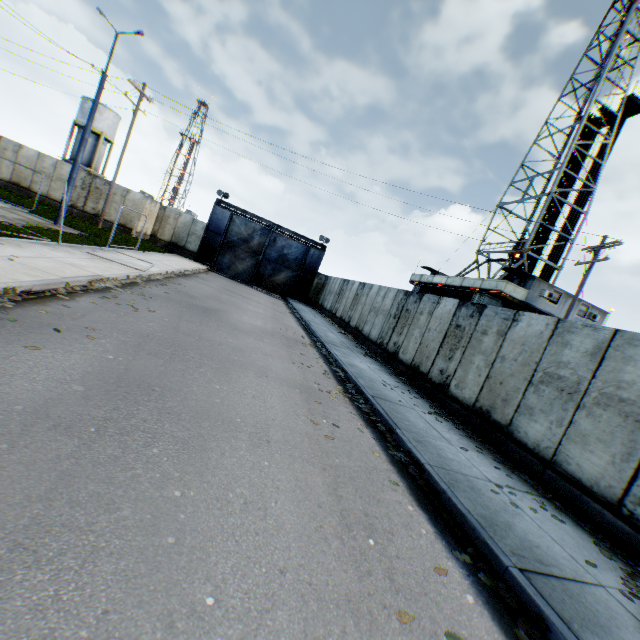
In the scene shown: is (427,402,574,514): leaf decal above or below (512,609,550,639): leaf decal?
above

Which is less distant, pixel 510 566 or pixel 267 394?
pixel 510 566

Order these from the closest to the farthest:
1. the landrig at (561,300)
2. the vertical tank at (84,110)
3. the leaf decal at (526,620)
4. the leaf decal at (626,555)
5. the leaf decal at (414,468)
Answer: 1. the leaf decal at (526,620)
2. the leaf decal at (626,555)
3. the leaf decal at (414,468)
4. the landrig at (561,300)
5. the vertical tank at (84,110)

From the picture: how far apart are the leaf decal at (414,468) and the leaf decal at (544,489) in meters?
1.9 m

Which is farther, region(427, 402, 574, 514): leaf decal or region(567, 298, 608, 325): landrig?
region(567, 298, 608, 325): landrig

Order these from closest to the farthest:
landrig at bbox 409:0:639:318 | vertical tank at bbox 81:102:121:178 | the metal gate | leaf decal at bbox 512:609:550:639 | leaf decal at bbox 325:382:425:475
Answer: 1. leaf decal at bbox 512:609:550:639
2. leaf decal at bbox 325:382:425:475
3. landrig at bbox 409:0:639:318
4. the metal gate
5. vertical tank at bbox 81:102:121:178

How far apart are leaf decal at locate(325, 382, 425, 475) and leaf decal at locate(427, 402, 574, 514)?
1.9 meters

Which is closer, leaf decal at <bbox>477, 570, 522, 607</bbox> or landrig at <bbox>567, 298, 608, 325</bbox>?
leaf decal at <bbox>477, 570, 522, 607</bbox>
